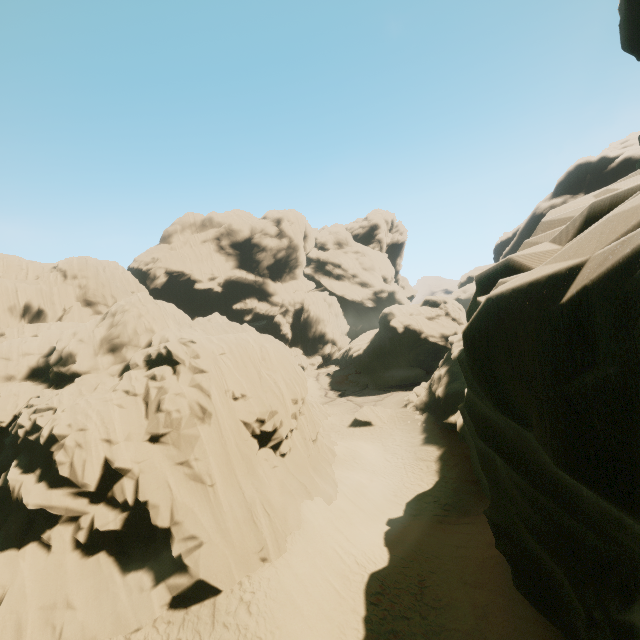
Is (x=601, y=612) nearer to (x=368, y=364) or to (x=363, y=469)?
(x=363, y=469)

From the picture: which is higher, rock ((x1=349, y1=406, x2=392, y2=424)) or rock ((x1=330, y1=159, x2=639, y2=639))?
rock ((x1=330, y1=159, x2=639, y2=639))

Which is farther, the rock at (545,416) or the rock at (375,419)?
the rock at (375,419)

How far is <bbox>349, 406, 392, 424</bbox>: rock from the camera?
32.5m

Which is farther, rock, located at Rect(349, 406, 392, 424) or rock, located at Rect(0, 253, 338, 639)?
rock, located at Rect(349, 406, 392, 424)

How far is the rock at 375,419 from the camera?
32.5m
